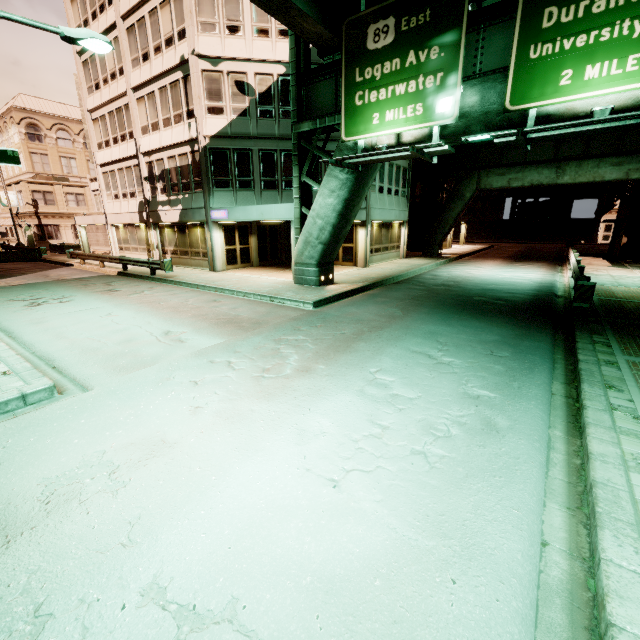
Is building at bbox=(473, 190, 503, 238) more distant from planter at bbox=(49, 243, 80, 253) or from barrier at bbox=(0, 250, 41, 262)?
barrier at bbox=(0, 250, 41, 262)

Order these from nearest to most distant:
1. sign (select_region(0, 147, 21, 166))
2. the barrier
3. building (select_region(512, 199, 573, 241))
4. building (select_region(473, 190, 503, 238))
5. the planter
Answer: sign (select_region(0, 147, 21, 166)), the barrier, the planter, building (select_region(512, 199, 573, 241)), building (select_region(473, 190, 503, 238))

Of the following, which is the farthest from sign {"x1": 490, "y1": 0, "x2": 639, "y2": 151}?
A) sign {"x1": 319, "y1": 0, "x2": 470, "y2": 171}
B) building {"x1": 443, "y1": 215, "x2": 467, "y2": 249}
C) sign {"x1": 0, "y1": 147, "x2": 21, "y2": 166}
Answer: building {"x1": 443, "y1": 215, "x2": 467, "y2": 249}

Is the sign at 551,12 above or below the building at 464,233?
above

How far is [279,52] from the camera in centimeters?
1730cm

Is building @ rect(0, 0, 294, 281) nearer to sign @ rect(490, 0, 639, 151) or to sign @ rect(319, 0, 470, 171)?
sign @ rect(319, 0, 470, 171)

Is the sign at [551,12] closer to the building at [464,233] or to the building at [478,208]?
the building at [464,233]

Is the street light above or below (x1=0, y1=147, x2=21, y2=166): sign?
above
